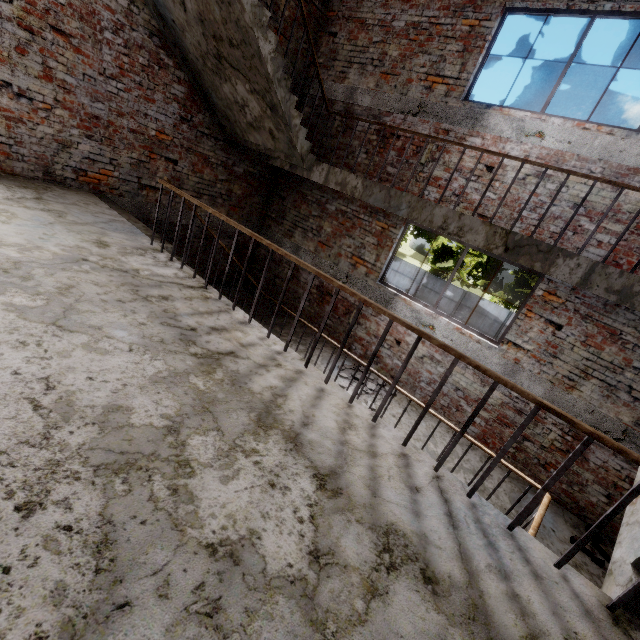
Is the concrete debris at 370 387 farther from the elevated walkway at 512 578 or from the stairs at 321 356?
the elevated walkway at 512 578

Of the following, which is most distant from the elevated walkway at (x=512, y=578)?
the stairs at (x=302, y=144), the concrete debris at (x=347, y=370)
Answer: the concrete debris at (x=347, y=370)

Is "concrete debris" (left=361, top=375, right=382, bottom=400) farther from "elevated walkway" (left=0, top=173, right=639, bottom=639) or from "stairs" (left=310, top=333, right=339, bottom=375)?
"elevated walkway" (left=0, top=173, right=639, bottom=639)

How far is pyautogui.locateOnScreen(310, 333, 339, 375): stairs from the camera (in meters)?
5.83

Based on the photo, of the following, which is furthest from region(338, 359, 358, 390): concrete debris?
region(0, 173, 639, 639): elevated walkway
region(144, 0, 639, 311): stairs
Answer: region(0, 173, 639, 639): elevated walkway

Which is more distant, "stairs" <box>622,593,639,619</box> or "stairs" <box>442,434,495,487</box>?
"stairs" <box>442,434,495,487</box>

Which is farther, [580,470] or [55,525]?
[580,470]
